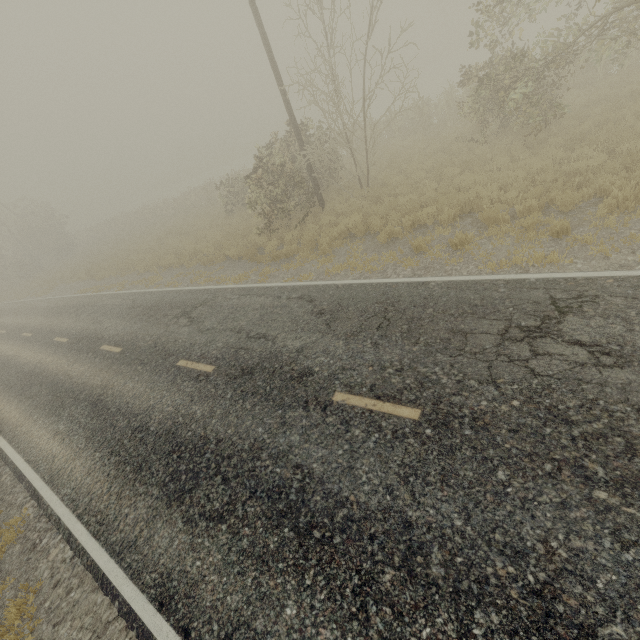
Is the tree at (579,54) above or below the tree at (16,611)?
above

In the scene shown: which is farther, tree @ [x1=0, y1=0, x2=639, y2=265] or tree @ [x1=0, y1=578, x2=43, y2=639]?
tree @ [x1=0, y1=0, x2=639, y2=265]

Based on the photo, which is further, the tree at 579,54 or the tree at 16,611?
the tree at 579,54

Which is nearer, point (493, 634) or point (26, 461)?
point (493, 634)

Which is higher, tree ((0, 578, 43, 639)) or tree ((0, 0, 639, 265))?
tree ((0, 0, 639, 265))
